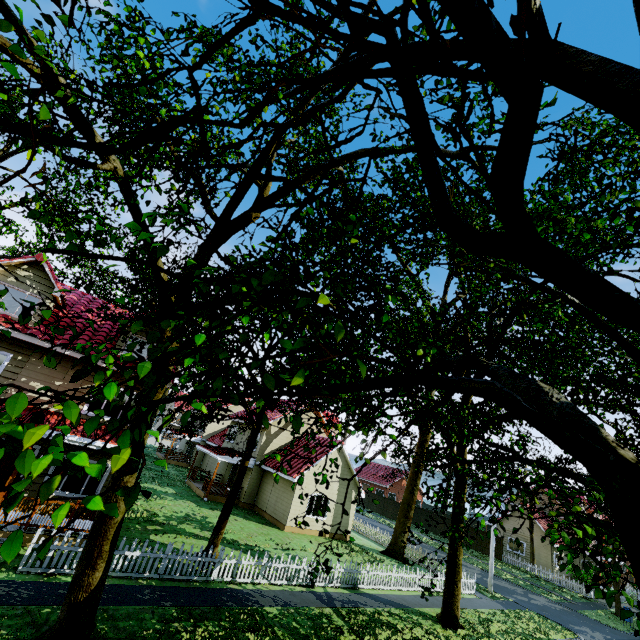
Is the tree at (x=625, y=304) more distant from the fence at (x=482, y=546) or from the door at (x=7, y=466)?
the door at (x=7, y=466)

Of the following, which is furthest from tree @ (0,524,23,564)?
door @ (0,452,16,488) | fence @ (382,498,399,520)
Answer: door @ (0,452,16,488)

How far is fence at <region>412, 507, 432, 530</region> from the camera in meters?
43.7 m

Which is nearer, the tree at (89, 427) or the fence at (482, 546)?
the tree at (89, 427)

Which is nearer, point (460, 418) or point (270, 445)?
point (460, 418)

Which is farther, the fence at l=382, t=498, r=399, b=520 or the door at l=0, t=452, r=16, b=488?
the fence at l=382, t=498, r=399, b=520

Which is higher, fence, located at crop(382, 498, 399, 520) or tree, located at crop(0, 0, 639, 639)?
tree, located at crop(0, 0, 639, 639)
